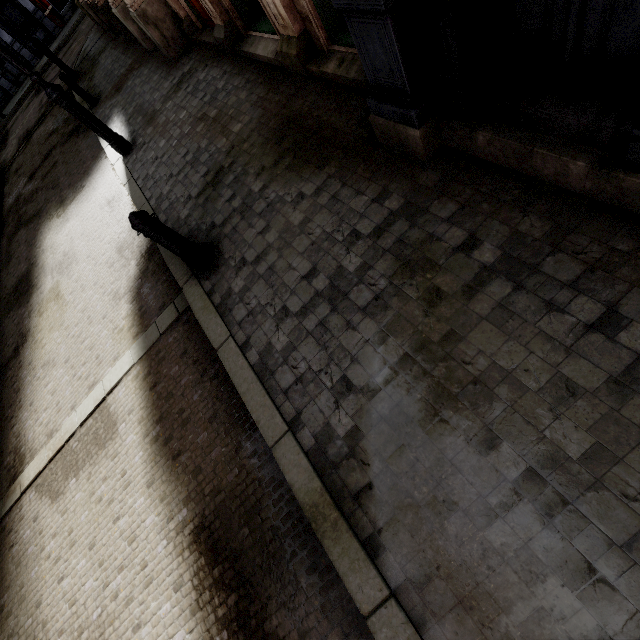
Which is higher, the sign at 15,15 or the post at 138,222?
the sign at 15,15

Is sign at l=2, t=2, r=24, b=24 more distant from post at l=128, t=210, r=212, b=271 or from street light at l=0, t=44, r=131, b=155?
post at l=128, t=210, r=212, b=271

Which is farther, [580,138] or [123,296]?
[123,296]

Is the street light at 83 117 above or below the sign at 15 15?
below

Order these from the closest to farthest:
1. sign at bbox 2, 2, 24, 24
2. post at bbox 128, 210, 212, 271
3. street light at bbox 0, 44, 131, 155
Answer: post at bbox 128, 210, 212, 271
street light at bbox 0, 44, 131, 155
sign at bbox 2, 2, 24, 24

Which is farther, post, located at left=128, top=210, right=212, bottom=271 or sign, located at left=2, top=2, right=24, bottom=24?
sign, located at left=2, top=2, right=24, bottom=24
